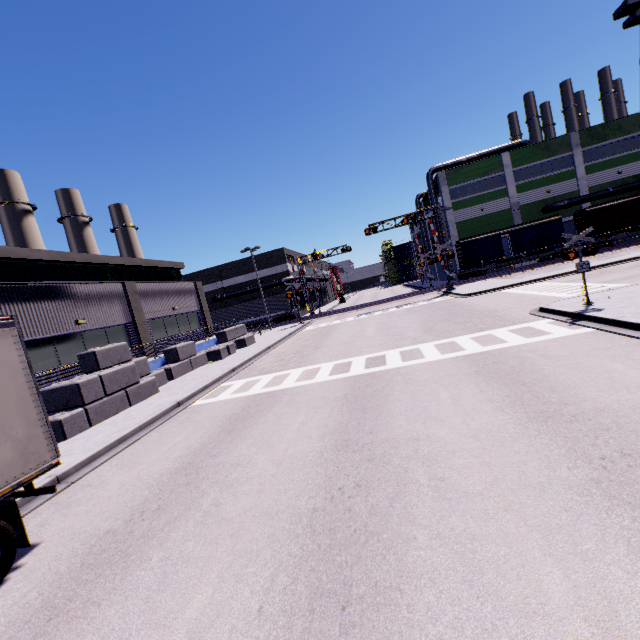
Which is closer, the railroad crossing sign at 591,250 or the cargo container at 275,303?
the railroad crossing sign at 591,250

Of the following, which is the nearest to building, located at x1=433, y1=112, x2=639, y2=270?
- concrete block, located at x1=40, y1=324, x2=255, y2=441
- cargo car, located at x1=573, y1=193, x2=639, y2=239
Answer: concrete block, located at x1=40, y1=324, x2=255, y2=441

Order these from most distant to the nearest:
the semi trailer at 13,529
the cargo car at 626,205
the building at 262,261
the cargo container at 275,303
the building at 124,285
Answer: the building at 262,261, the cargo container at 275,303, the cargo car at 626,205, the building at 124,285, the semi trailer at 13,529

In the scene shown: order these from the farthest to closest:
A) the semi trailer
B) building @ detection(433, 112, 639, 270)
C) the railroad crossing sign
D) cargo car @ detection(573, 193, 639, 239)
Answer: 1. building @ detection(433, 112, 639, 270)
2. cargo car @ detection(573, 193, 639, 239)
3. the railroad crossing sign
4. the semi trailer

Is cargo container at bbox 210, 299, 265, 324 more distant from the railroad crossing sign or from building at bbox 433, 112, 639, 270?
→ the railroad crossing sign

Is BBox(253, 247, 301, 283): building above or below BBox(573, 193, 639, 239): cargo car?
above

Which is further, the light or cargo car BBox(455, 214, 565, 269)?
cargo car BBox(455, 214, 565, 269)

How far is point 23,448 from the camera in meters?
5.4
